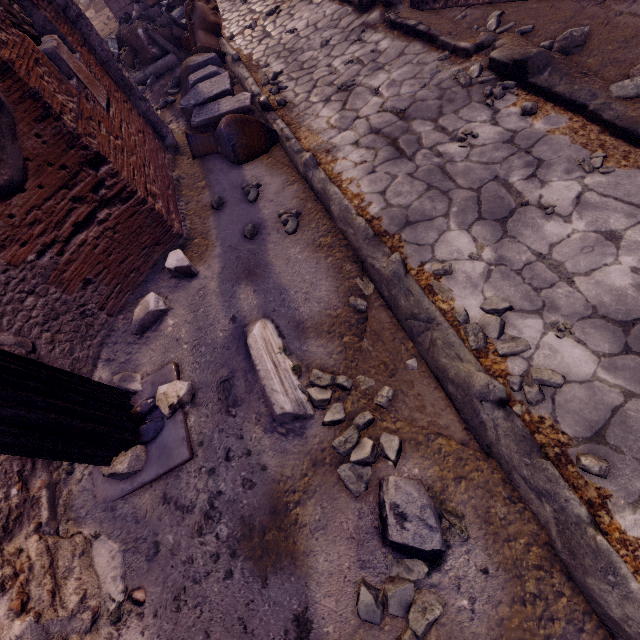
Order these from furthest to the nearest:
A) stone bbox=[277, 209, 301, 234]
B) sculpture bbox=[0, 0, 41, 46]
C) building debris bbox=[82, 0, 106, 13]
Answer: building debris bbox=[82, 0, 106, 13] → stone bbox=[277, 209, 301, 234] → sculpture bbox=[0, 0, 41, 46]

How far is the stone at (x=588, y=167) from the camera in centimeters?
269cm

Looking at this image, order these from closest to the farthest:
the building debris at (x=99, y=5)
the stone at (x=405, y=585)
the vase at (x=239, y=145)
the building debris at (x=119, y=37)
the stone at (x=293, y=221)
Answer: the stone at (x=405, y=585)
the stone at (x=293, y=221)
the vase at (x=239, y=145)
the building debris at (x=119, y=37)
the building debris at (x=99, y=5)

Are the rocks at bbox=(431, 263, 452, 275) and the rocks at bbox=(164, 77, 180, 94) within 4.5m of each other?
no

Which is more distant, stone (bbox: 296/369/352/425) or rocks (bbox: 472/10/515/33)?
rocks (bbox: 472/10/515/33)

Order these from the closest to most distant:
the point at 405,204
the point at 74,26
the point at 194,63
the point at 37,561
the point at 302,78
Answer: the point at 37,561
the point at 405,204
the point at 74,26
the point at 302,78
the point at 194,63

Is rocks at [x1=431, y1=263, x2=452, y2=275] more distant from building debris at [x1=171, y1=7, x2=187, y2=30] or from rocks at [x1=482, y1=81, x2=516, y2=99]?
building debris at [x1=171, y1=7, x2=187, y2=30]

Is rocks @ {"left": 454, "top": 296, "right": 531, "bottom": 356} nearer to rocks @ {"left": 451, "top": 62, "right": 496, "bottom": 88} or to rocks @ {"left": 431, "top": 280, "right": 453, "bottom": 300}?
rocks @ {"left": 431, "top": 280, "right": 453, "bottom": 300}
